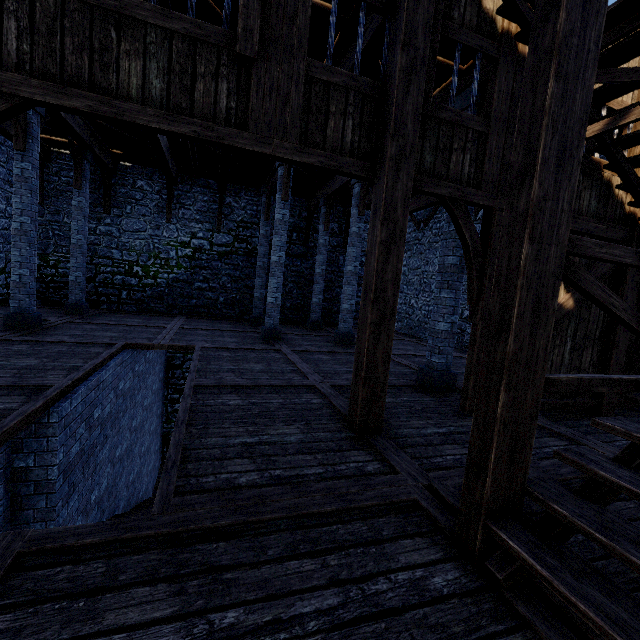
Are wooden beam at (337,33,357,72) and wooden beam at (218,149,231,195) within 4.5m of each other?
yes

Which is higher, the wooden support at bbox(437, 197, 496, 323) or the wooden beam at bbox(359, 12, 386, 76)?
the wooden beam at bbox(359, 12, 386, 76)

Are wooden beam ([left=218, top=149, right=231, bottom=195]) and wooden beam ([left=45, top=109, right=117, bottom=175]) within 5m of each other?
yes

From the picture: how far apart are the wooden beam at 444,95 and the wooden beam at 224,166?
3.7 meters

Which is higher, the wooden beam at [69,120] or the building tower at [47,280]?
the wooden beam at [69,120]

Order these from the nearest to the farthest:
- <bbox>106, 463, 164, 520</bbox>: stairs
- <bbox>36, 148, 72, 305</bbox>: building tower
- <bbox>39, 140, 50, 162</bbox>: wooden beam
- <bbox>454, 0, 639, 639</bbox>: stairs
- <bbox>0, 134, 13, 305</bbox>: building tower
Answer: <bbox>454, 0, 639, 639</bbox>: stairs < <bbox>106, 463, 164, 520</bbox>: stairs < <bbox>0, 134, 13, 305</bbox>: building tower < <bbox>39, 140, 50, 162</bbox>: wooden beam < <bbox>36, 148, 72, 305</bbox>: building tower

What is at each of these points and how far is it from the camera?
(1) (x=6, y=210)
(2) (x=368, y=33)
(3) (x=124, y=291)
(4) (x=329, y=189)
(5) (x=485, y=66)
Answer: (1) building tower, 11.1 meters
(2) wooden beam, 4.8 meters
(3) building tower, 13.5 meters
(4) wooden beam, 12.5 meters
(5) wooden beam, 5.4 meters

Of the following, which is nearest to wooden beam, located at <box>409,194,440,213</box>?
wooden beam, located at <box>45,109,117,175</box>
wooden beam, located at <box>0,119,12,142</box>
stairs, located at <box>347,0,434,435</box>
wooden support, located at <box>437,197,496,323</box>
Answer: stairs, located at <box>347,0,434,435</box>
